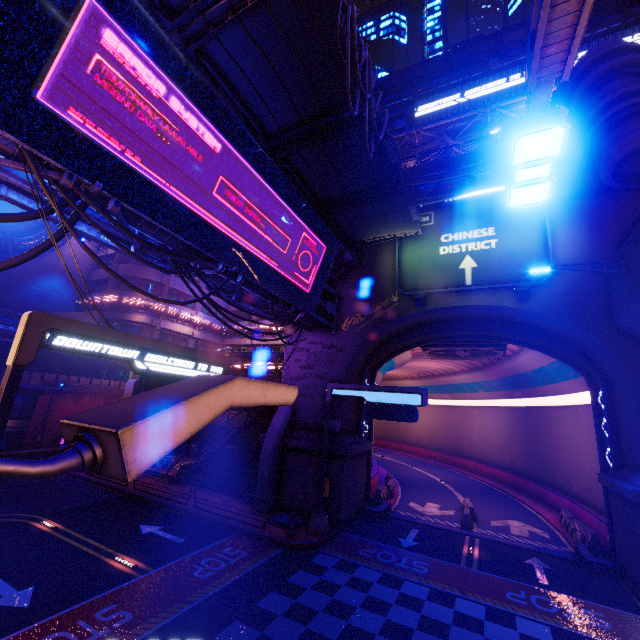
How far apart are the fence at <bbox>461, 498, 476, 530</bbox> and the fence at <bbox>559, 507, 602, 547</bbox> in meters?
5.2

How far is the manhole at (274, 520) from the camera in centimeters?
1602cm

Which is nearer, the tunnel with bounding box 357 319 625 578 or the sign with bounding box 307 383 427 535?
the sign with bounding box 307 383 427 535

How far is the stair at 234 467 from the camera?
21.52m

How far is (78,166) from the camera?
7.4m

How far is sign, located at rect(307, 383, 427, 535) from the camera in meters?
15.4

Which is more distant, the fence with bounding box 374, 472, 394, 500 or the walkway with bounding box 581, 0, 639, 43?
the walkway with bounding box 581, 0, 639, 43

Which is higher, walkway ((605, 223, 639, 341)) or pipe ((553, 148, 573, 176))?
pipe ((553, 148, 573, 176))
